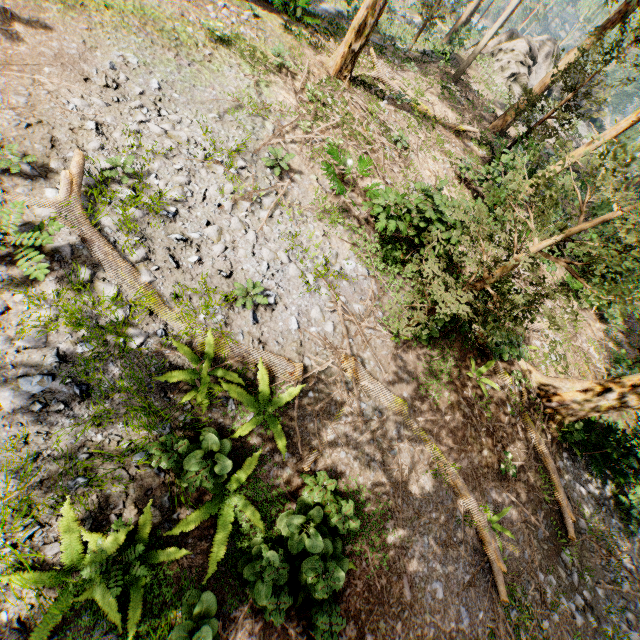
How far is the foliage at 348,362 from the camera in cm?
808

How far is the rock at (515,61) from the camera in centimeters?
2612cm

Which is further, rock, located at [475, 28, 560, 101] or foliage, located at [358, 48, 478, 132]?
rock, located at [475, 28, 560, 101]

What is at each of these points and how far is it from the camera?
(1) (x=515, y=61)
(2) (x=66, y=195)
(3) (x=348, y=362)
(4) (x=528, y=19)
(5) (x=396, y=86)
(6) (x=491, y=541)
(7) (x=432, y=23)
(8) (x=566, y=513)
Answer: (1) rock, 26.17m
(2) foliage, 6.31m
(3) foliage, 8.10m
(4) foliage, 58.97m
(5) foliage, 16.16m
(6) foliage, 8.18m
(7) foliage, 20.50m
(8) foliage, 9.80m

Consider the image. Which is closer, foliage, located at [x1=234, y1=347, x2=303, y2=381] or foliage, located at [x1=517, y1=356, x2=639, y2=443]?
foliage, located at [x1=234, y1=347, x2=303, y2=381]

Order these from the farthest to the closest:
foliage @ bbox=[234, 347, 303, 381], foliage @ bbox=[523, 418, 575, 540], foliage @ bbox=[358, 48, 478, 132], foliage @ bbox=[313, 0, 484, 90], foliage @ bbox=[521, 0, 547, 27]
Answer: foliage @ bbox=[521, 0, 547, 27]
foliage @ bbox=[358, 48, 478, 132]
foliage @ bbox=[313, 0, 484, 90]
foliage @ bbox=[523, 418, 575, 540]
foliage @ bbox=[234, 347, 303, 381]

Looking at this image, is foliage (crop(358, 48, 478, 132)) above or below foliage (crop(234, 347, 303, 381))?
above
